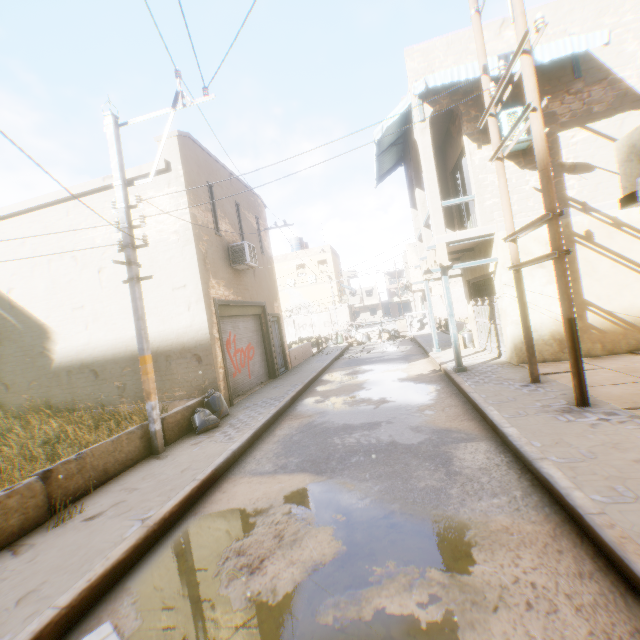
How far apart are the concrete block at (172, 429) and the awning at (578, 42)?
2.6m

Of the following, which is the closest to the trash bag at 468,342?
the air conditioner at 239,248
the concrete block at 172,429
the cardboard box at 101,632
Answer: the air conditioner at 239,248

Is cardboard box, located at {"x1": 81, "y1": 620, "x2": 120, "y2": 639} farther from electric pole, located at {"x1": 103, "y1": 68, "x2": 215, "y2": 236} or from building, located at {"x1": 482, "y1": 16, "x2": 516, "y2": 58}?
electric pole, located at {"x1": 103, "y1": 68, "x2": 215, "y2": 236}

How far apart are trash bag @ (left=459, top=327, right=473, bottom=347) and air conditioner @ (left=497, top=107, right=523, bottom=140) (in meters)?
6.89

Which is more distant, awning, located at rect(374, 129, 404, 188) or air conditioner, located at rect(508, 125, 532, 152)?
awning, located at rect(374, 129, 404, 188)

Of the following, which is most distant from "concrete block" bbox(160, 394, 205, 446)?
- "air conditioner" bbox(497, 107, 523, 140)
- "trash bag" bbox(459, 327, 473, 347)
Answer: "trash bag" bbox(459, 327, 473, 347)

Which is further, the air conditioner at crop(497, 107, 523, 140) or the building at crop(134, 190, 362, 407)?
the building at crop(134, 190, 362, 407)

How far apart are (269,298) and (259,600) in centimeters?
1250cm
